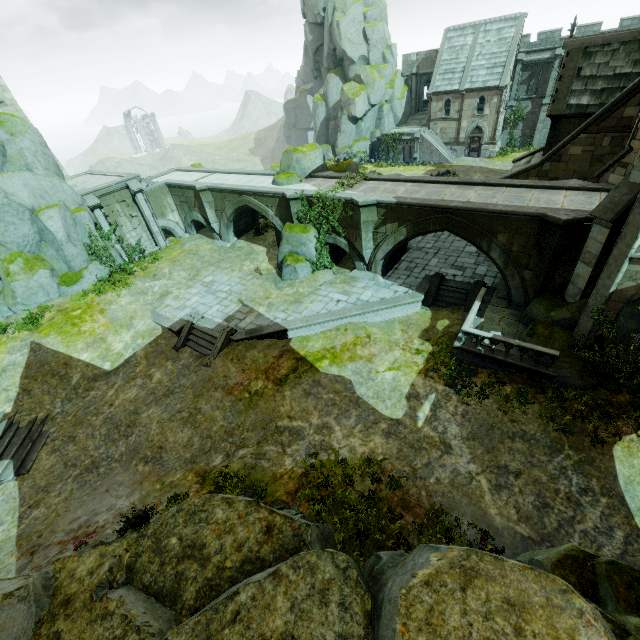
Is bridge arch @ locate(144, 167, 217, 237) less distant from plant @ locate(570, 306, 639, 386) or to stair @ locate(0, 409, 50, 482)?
stair @ locate(0, 409, 50, 482)

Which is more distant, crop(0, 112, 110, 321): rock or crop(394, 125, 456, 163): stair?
crop(394, 125, 456, 163): stair

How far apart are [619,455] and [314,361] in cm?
1242

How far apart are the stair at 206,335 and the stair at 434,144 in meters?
38.3

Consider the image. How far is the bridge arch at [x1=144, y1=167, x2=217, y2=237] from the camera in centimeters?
2747cm

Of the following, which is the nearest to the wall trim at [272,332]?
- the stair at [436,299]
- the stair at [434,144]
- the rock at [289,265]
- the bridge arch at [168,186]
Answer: the stair at [436,299]

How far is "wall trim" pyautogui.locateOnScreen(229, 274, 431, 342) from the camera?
17.8m

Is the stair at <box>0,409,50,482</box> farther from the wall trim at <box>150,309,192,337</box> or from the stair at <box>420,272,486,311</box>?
the stair at <box>420,272,486,311</box>
